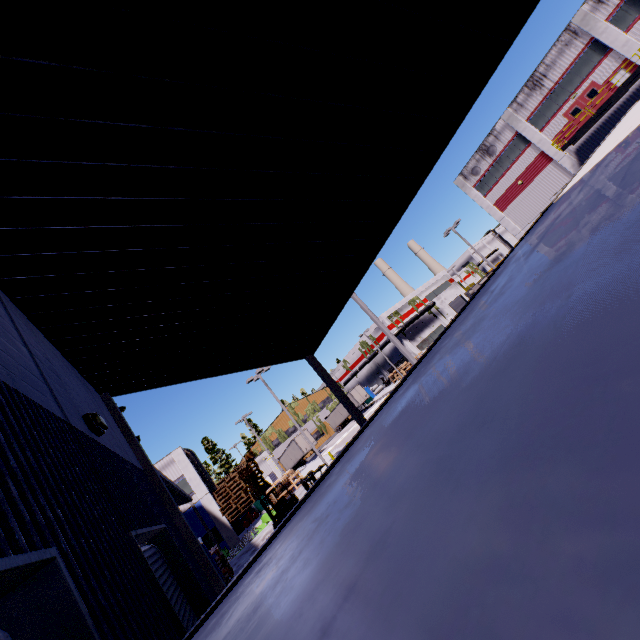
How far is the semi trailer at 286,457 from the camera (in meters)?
46.62

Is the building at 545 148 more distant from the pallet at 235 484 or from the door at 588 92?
the pallet at 235 484

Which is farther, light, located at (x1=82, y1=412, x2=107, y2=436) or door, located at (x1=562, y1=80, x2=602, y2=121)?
door, located at (x1=562, y1=80, x2=602, y2=121)

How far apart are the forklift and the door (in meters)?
39.15

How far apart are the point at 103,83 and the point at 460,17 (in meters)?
3.75

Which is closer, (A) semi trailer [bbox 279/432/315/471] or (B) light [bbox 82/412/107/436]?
(B) light [bbox 82/412/107/436]

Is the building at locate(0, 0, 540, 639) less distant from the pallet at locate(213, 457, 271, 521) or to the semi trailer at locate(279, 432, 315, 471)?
the semi trailer at locate(279, 432, 315, 471)

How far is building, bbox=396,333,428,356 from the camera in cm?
5834
